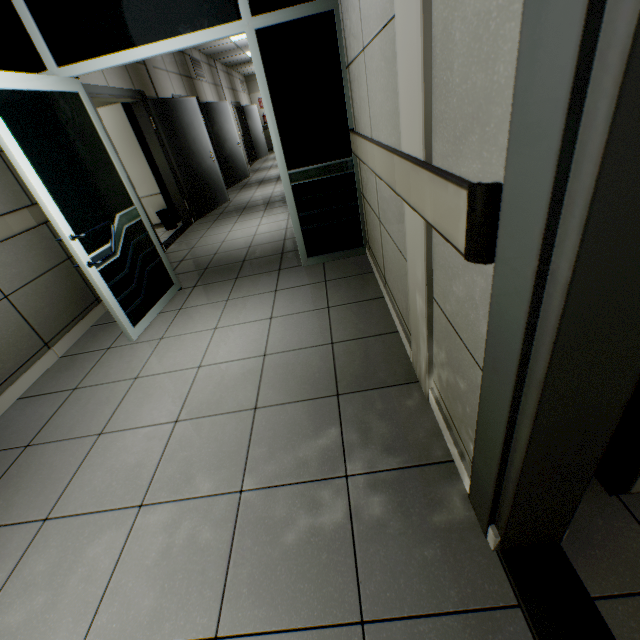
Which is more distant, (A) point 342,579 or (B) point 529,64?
(A) point 342,579

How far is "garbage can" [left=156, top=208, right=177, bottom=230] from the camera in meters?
6.1 m

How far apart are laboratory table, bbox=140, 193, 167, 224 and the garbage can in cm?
5

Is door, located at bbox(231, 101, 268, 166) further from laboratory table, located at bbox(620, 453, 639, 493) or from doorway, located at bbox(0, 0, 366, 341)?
laboratory table, located at bbox(620, 453, 639, 493)

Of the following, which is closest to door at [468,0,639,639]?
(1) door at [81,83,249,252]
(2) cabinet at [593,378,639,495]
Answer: (2) cabinet at [593,378,639,495]

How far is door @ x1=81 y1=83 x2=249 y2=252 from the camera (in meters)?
5.01

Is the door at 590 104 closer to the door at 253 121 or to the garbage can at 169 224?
the garbage can at 169 224

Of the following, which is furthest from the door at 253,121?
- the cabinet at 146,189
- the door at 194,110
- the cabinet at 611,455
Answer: the cabinet at 611,455
